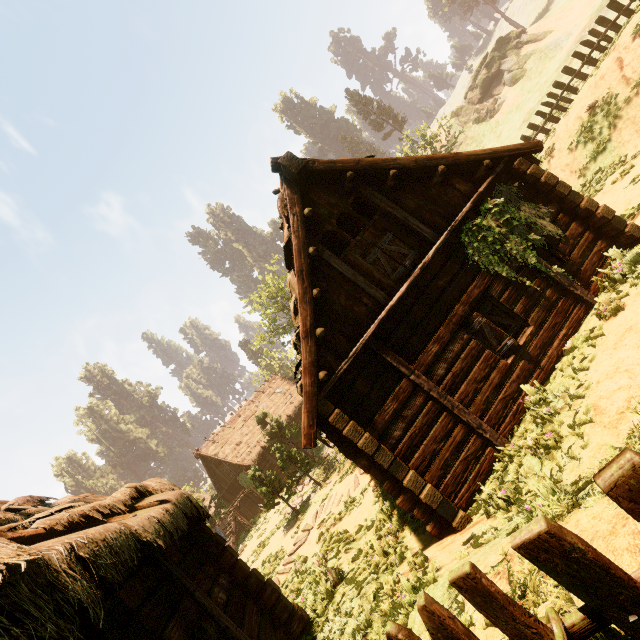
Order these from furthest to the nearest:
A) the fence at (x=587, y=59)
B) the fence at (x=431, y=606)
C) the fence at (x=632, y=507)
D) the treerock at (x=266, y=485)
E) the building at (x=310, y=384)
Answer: the treerock at (x=266, y=485), the fence at (x=587, y=59), the building at (x=310, y=384), the fence at (x=431, y=606), the fence at (x=632, y=507)

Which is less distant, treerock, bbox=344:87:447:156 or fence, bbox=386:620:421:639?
fence, bbox=386:620:421:639

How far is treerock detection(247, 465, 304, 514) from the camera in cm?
1742

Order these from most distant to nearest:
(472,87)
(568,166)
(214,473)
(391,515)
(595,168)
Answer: (472,87), (214,473), (568,166), (595,168), (391,515)

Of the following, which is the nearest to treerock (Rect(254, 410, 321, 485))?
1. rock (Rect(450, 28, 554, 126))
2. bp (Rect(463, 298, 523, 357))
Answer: rock (Rect(450, 28, 554, 126))

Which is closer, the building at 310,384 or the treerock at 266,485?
the building at 310,384

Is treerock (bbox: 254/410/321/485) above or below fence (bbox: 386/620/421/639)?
above

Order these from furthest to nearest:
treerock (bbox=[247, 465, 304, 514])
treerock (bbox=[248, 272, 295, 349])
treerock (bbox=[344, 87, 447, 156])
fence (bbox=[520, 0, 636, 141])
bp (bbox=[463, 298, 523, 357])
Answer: treerock (bbox=[248, 272, 295, 349]), treerock (bbox=[344, 87, 447, 156]), treerock (bbox=[247, 465, 304, 514]), fence (bbox=[520, 0, 636, 141]), bp (bbox=[463, 298, 523, 357])
